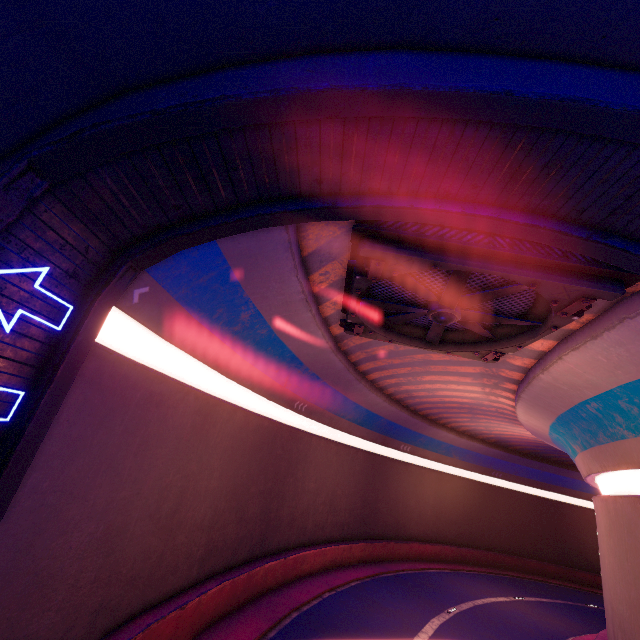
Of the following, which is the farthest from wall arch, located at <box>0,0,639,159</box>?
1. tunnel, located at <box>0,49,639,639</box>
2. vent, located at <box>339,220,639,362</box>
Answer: vent, located at <box>339,220,639,362</box>

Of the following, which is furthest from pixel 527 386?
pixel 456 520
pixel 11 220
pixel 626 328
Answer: pixel 456 520

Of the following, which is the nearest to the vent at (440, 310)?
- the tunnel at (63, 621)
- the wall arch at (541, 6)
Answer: the tunnel at (63, 621)

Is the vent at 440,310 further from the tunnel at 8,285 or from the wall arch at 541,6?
the wall arch at 541,6

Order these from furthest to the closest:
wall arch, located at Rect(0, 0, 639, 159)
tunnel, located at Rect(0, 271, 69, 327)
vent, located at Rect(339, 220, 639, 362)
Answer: vent, located at Rect(339, 220, 639, 362) → tunnel, located at Rect(0, 271, 69, 327) → wall arch, located at Rect(0, 0, 639, 159)

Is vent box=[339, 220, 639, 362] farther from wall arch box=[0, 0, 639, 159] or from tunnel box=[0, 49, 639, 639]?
wall arch box=[0, 0, 639, 159]
